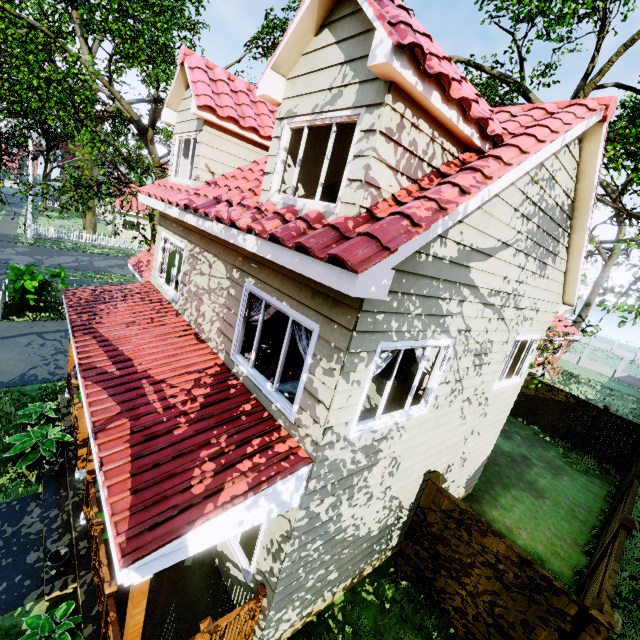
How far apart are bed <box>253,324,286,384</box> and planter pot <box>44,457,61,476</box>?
4.9m

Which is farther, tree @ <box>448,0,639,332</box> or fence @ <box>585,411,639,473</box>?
fence @ <box>585,411,639,473</box>

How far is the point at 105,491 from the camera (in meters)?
3.31

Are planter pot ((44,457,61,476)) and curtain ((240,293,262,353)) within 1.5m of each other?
no

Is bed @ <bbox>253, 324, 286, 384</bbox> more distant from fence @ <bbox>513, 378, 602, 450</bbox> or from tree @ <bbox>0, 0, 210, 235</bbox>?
tree @ <bbox>0, 0, 210, 235</bbox>

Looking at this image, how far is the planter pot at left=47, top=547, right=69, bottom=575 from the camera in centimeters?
514cm

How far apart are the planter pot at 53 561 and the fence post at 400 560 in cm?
627

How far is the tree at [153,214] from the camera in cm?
1068
